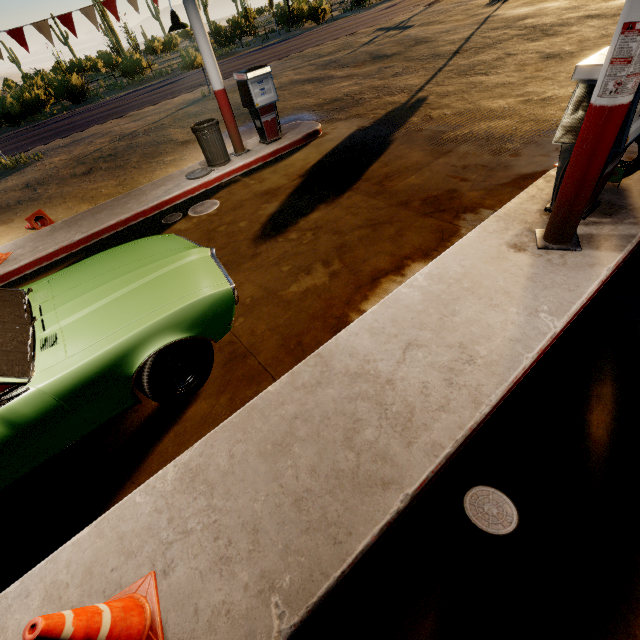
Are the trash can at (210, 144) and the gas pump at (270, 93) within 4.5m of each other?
yes

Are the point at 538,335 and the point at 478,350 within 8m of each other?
yes

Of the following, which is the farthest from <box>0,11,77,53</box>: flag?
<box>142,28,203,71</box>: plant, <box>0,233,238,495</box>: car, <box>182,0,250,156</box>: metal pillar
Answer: <box>142,28,203,71</box>: plant

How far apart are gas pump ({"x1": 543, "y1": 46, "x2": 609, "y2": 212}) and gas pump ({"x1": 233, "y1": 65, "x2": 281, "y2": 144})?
6.5m

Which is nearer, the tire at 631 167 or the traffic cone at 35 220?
the tire at 631 167

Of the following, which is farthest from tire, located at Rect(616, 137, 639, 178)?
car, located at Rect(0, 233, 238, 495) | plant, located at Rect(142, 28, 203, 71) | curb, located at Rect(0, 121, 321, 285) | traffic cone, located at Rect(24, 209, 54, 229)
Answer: plant, located at Rect(142, 28, 203, 71)

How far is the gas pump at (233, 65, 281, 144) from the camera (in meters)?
7.35

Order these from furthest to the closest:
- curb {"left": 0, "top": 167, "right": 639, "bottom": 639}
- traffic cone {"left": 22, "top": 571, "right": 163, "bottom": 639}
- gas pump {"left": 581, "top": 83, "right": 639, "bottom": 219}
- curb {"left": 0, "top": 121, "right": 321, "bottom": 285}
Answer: curb {"left": 0, "top": 121, "right": 321, "bottom": 285}, gas pump {"left": 581, "top": 83, "right": 639, "bottom": 219}, curb {"left": 0, "top": 167, "right": 639, "bottom": 639}, traffic cone {"left": 22, "top": 571, "right": 163, "bottom": 639}
